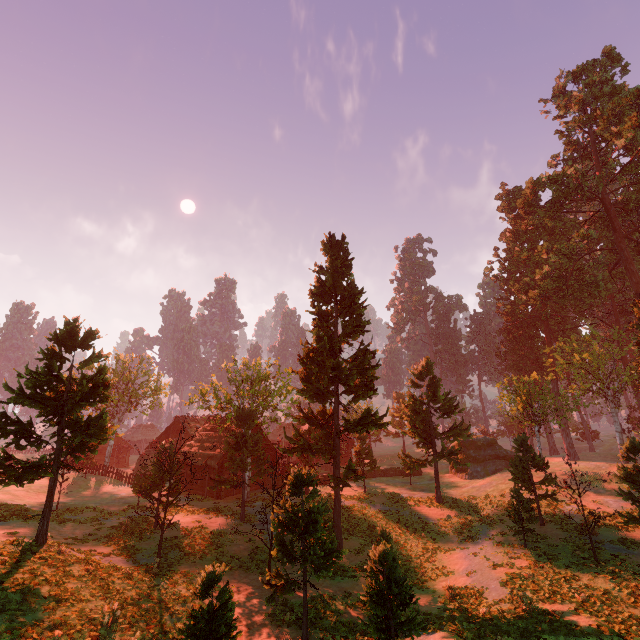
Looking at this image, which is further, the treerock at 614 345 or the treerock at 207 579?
the treerock at 614 345

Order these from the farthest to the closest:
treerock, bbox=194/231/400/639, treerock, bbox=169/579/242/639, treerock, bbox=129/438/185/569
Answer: treerock, bbox=129/438/185/569 → treerock, bbox=194/231/400/639 → treerock, bbox=169/579/242/639

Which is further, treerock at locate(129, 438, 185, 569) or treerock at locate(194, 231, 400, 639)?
treerock at locate(129, 438, 185, 569)

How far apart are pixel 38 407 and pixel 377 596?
18.0 meters

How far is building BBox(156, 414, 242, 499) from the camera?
33.19m

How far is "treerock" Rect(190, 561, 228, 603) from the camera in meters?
8.5 m

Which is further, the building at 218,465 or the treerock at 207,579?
the building at 218,465
